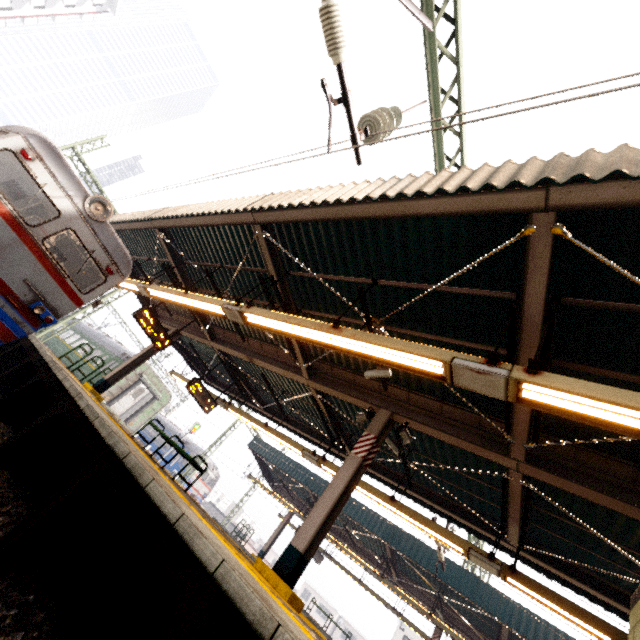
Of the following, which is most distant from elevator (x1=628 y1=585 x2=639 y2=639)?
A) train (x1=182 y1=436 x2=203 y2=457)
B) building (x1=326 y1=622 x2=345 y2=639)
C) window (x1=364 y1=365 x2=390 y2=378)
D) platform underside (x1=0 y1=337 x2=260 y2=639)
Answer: building (x1=326 y1=622 x2=345 y2=639)

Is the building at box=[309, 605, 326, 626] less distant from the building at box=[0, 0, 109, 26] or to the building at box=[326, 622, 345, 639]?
the building at box=[326, 622, 345, 639]

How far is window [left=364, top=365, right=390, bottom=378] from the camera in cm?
600

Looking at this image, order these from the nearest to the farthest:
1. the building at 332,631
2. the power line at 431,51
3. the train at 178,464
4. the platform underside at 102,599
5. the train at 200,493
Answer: the platform underside at 102,599
the power line at 431,51
the train at 200,493
the train at 178,464
the building at 332,631

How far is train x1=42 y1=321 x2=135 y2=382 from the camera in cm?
2031

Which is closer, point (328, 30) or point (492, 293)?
point (328, 30)

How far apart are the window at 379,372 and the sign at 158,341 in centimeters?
729cm

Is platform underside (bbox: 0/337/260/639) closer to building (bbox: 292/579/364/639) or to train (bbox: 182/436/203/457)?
train (bbox: 182/436/203/457)
